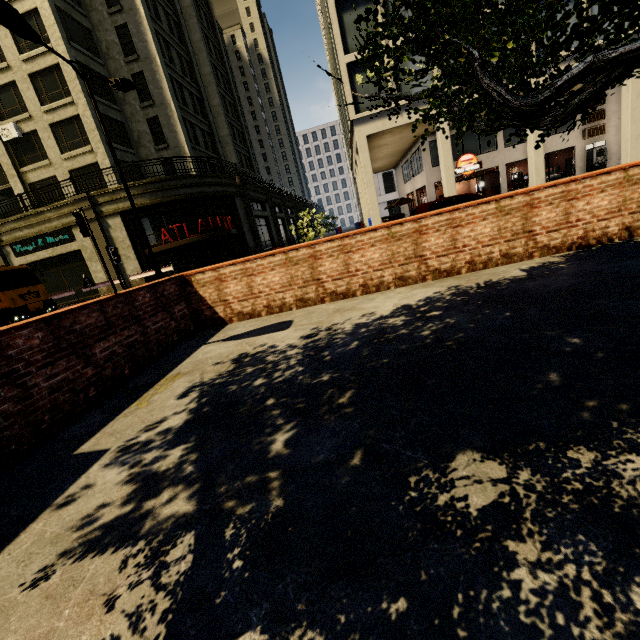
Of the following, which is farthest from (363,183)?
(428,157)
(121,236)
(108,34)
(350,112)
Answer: (108,34)

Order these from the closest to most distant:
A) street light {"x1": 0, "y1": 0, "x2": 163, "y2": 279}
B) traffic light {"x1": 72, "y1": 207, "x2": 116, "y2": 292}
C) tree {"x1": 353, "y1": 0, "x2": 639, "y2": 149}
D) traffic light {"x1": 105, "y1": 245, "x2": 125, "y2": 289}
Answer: tree {"x1": 353, "y1": 0, "x2": 639, "y2": 149} < street light {"x1": 0, "y1": 0, "x2": 163, "y2": 279} < traffic light {"x1": 72, "y1": 207, "x2": 116, "y2": 292} < traffic light {"x1": 105, "y1": 245, "x2": 125, "y2": 289}

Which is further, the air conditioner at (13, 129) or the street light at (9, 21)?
the air conditioner at (13, 129)

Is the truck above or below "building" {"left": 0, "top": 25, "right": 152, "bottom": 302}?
below

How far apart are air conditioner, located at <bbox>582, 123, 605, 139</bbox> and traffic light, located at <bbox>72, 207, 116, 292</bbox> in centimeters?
2949cm

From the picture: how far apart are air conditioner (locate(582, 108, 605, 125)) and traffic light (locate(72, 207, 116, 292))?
29.5 meters

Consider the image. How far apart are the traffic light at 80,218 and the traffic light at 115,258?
0.3m

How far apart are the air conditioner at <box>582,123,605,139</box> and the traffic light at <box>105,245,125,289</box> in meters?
29.0 m
